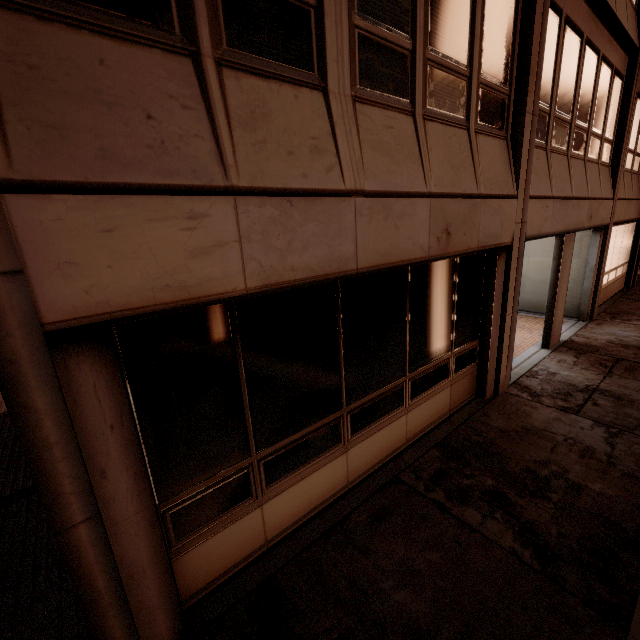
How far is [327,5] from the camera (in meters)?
2.86
